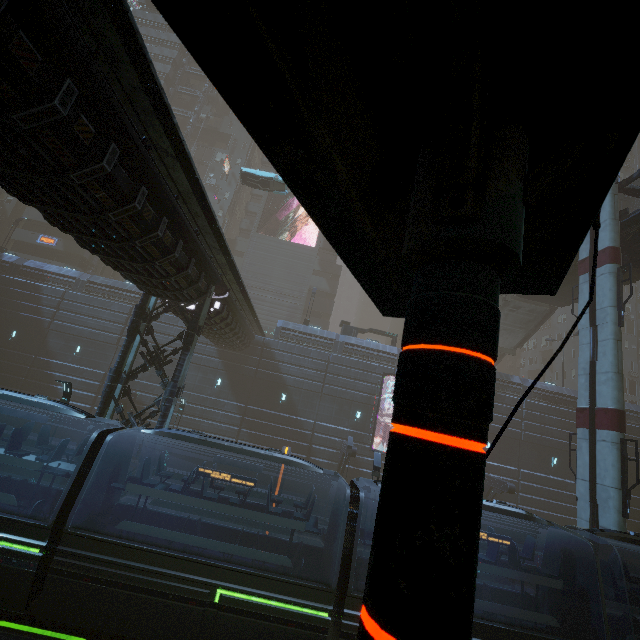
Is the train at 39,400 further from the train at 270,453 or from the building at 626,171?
the building at 626,171

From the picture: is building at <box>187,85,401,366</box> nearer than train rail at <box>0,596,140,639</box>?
No

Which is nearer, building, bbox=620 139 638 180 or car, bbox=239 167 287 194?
car, bbox=239 167 287 194

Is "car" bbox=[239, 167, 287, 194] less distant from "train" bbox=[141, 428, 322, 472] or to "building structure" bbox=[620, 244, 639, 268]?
"building structure" bbox=[620, 244, 639, 268]

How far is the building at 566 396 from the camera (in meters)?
29.73

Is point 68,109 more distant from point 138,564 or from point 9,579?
point 9,579

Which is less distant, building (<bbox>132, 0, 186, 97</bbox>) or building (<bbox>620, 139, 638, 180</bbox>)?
building (<bbox>132, 0, 186, 97</bbox>)
